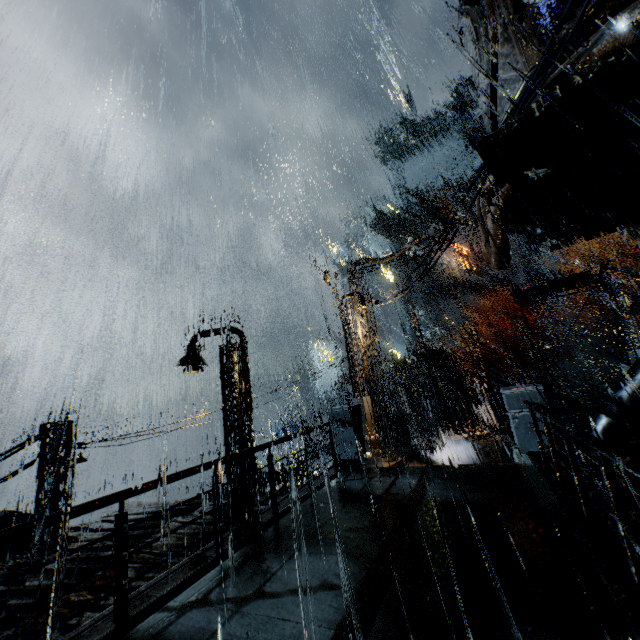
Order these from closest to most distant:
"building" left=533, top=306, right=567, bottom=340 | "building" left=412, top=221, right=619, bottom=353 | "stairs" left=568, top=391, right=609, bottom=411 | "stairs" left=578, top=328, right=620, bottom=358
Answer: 1. "stairs" left=568, top=391, right=609, bottom=411
2. "stairs" left=578, top=328, right=620, bottom=358
3. "building" left=533, top=306, right=567, bottom=340
4. "building" left=412, top=221, right=619, bottom=353

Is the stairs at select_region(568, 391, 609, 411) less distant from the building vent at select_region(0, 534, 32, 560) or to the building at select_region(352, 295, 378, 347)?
the building at select_region(352, 295, 378, 347)

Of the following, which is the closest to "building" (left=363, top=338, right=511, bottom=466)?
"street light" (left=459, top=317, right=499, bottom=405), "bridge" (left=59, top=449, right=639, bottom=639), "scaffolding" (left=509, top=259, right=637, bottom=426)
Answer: "bridge" (left=59, top=449, right=639, bottom=639)

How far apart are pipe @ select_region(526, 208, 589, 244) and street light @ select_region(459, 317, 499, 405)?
11.5m

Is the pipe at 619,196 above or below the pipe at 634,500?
above

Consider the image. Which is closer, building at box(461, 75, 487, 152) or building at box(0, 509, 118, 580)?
building at box(0, 509, 118, 580)

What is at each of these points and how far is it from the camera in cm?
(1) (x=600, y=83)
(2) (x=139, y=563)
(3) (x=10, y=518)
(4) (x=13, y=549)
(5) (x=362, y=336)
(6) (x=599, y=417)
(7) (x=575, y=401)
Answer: (1) building vent, 554
(2) building, 652
(3) building vent, 1205
(4) building vent, 1126
(5) building, 1638
(6) pipe, 882
(7) stairs, 3275

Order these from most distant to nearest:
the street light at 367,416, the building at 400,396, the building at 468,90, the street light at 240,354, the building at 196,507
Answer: the building at 468,90, the building at 400,396, the street light at 367,416, the street light at 240,354, the building at 196,507
